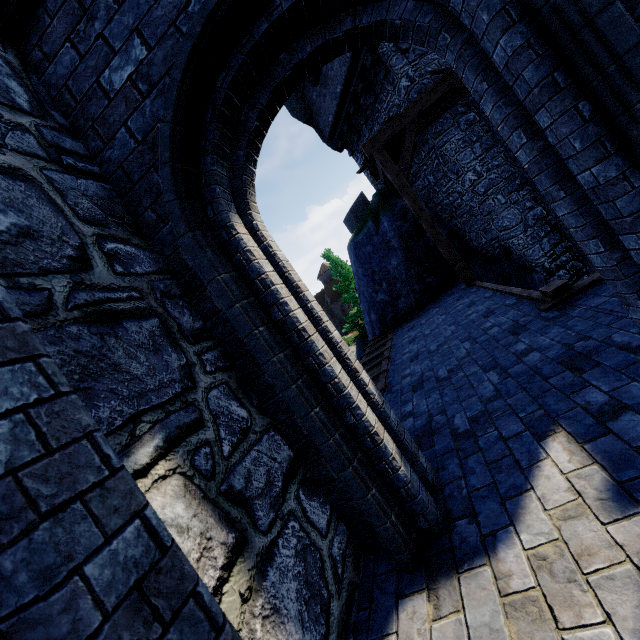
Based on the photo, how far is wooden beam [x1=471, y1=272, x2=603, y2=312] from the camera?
4.0m

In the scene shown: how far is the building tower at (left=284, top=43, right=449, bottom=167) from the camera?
10.15m

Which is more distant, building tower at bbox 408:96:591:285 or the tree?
the tree

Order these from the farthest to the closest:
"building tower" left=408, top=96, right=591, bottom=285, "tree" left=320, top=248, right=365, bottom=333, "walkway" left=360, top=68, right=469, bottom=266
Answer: "tree" left=320, top=248, right=365, bottom=333 < "building tower" left=408, top=96, right=591, bottom=285 < "walkway" left=360, top=68, right=469, bottom=266

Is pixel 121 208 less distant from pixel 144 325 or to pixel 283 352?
pixel 144 325

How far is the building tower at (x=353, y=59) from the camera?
10.1 meters

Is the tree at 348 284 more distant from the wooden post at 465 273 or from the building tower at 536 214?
the wooden post at 465 273
